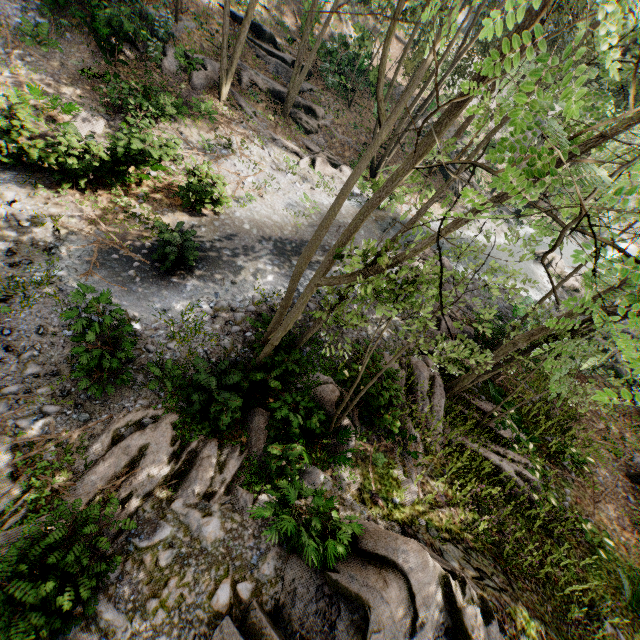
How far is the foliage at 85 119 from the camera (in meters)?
10.81

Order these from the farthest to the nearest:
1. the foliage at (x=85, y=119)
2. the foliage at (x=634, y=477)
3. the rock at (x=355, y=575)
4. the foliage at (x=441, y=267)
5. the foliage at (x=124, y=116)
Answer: the foliage at (x=634, y=477), the foliage at (x=124, y=116), the foliage at (x=85, y=119), the rock at (x=355, y=575), the foliage at (x=441, y=267)

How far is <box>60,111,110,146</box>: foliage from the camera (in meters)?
10.81

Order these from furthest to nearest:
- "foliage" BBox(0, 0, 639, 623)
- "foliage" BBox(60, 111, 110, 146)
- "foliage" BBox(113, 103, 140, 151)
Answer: "foliage" BBox(113, 103, 140, 151), "foliage" BBox(60, 111, 110, 146), "foliage" BBox(0, 0, 639, 623)

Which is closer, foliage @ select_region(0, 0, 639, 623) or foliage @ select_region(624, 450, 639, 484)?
foliage @ select_region(0, 0, 639, 623)

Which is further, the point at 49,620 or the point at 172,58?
the point at 172,58
